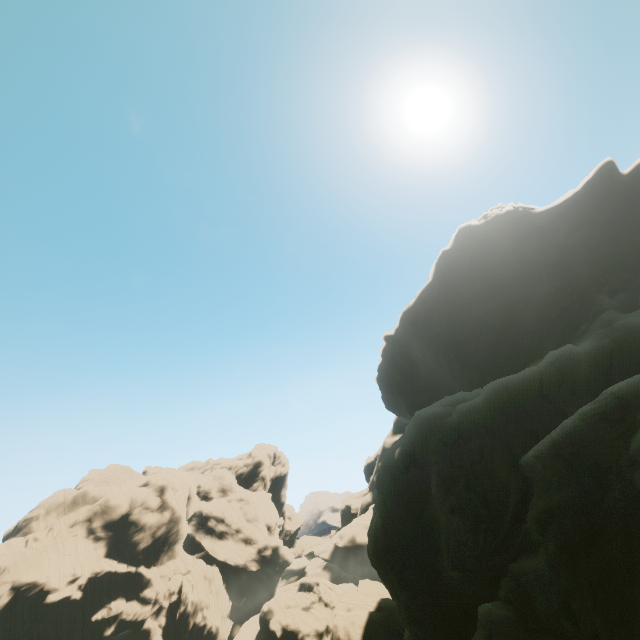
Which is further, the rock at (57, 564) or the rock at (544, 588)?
the rock at (57, 564)

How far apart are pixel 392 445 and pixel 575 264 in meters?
30.2

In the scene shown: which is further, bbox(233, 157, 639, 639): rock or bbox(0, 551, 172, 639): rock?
bbox(0, 551, 172, 639): rock
